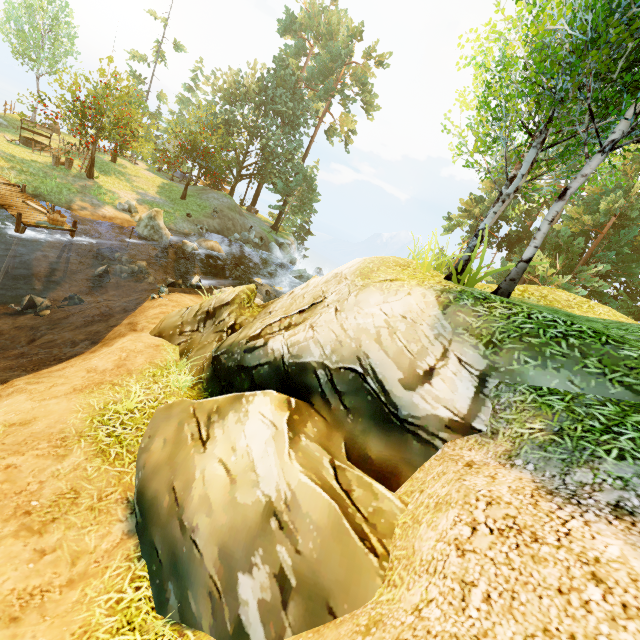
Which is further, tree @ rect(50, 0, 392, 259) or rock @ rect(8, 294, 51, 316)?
tree @ rect(50, 0, 392, 259)

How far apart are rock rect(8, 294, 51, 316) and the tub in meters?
3.2

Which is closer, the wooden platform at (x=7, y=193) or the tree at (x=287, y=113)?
the wooden platform at (x=7, y=193)

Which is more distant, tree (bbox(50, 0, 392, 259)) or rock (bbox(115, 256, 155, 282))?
tree (bbox(50, 0, 392, 259))

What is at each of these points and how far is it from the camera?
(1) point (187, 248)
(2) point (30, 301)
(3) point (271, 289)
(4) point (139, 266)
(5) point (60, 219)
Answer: (1) rock, 20.64m
(2) rock, 12.13m
(3) rock, 21.50m
(4) rock, 17.30m
(5) tub, 13.71m

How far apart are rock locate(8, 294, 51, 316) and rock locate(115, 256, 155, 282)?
3.75m

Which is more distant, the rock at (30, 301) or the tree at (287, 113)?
the tree at (287, 113)
